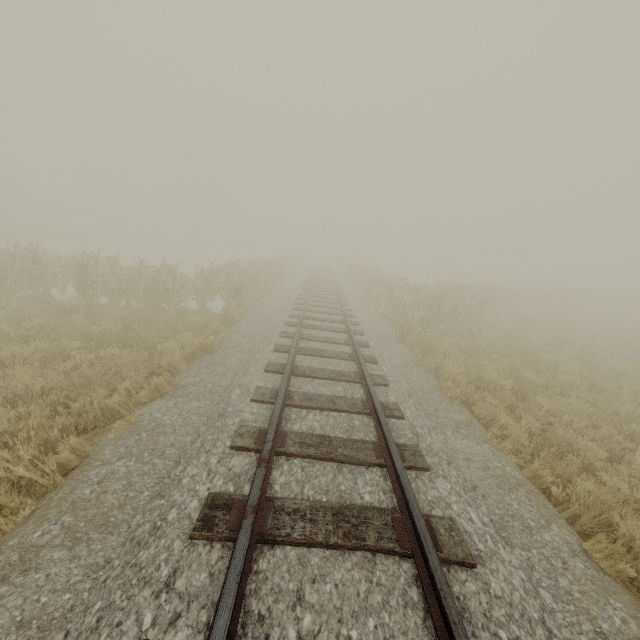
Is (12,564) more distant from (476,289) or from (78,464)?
(476,289)
